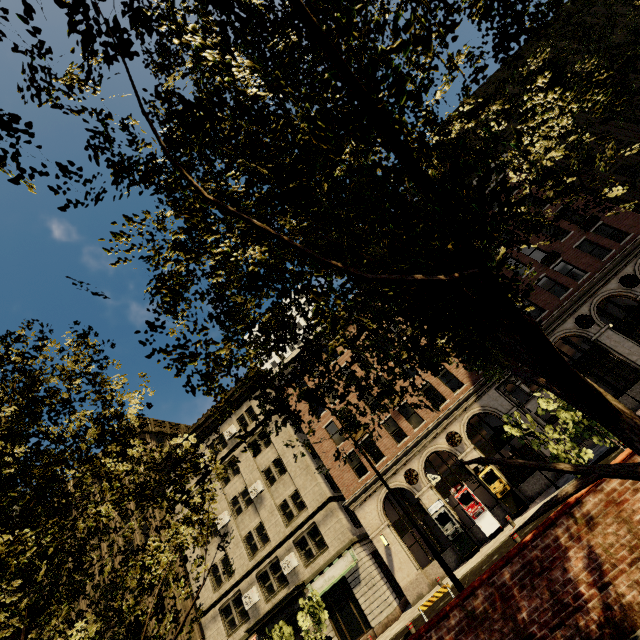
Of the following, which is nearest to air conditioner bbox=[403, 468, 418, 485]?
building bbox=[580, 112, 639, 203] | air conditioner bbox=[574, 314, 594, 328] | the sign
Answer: building bbox=[580, 112, 639, 203]

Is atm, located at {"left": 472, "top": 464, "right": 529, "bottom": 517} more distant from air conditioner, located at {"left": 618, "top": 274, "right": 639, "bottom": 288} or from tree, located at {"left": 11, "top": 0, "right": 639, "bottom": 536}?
air conditioner, located at {"left": 618, "top": 274, "right": 639, "bottom": 288}

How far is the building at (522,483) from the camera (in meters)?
19.62

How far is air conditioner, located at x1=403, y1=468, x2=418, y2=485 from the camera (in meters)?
22.42

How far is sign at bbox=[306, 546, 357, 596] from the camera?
21.9 meters

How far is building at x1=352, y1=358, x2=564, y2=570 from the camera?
21.2m

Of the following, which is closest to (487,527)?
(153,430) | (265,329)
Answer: (265,329)

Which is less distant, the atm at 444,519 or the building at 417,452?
the atm at 444,519
